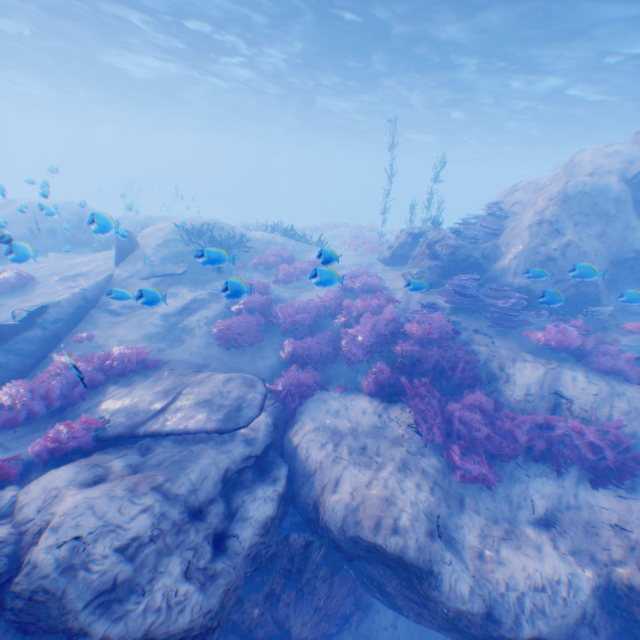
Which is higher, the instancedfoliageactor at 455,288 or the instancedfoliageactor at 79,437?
the instancedfoliageactor at 455,288

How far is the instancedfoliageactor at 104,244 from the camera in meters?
16.2

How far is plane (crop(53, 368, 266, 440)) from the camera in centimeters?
596cm

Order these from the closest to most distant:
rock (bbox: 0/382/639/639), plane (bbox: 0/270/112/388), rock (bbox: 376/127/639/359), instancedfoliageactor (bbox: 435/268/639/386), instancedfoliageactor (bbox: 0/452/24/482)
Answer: rock (bbox: 0/382/639/639) → instancedfoliageactor (bbox: 0/452/24/482) → plane (bbox: 0/270/112/388) → instancedfoliageactor (bbox: 435/268/639/386) → rock (bbox: 376/127/639/359)

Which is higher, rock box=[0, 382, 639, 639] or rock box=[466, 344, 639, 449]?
rock box=[466, 344, 639, 449]

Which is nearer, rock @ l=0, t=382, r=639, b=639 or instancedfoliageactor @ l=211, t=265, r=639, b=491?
rock @ l=0, t=382, r=639, b=639

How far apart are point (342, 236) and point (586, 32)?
17.3m

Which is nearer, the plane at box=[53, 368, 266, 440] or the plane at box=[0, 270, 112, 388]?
the plane at box=[53, 368, 266, 440]
